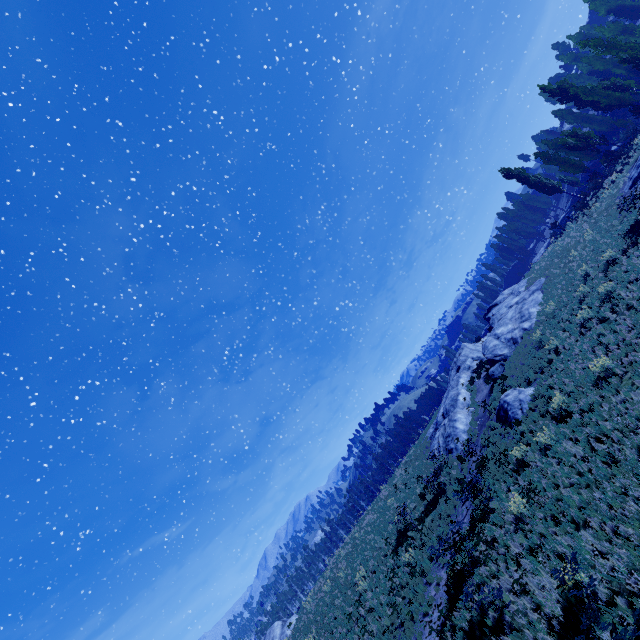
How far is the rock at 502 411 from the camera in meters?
18.1 m

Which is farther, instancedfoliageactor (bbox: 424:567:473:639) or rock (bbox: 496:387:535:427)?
rock (bbox: 496:387:535:427)

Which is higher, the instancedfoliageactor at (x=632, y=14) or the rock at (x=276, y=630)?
the instancedfoliageactor at (x=632, y=14)

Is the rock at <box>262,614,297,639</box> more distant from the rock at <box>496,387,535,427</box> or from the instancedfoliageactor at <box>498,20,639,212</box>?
the rock at <box>496,387,535,427</box>

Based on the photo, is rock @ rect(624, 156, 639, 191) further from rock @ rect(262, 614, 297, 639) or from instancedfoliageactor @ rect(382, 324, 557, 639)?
rock @ rect(262, 614, 297, 639)

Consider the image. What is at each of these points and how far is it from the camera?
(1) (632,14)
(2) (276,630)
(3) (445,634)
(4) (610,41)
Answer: (1) instancedfoliageactor, 46.84m
(2) rock, 36.94m
(3) instancedfoliageactor, 11.90m
(4) instancedfoliageactor, 31.33m

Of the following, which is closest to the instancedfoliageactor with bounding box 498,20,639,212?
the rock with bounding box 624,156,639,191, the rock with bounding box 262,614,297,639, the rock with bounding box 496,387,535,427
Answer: the rock with bounding box 624,156,639,191

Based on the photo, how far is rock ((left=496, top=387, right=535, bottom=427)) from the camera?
18.1m
